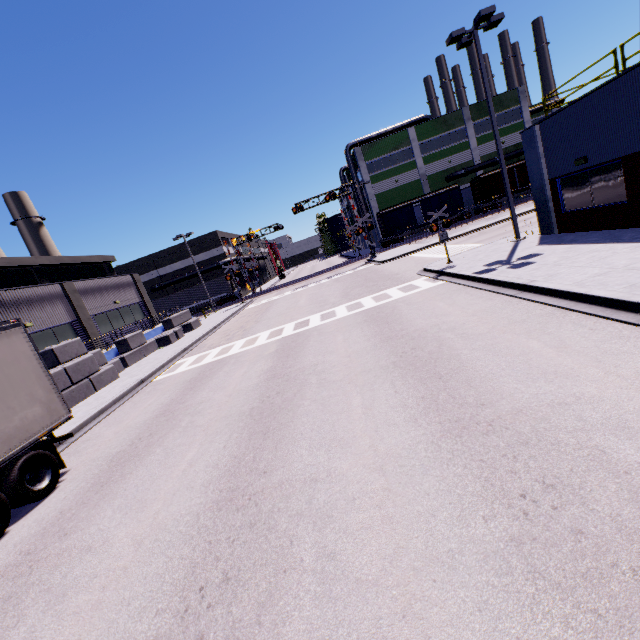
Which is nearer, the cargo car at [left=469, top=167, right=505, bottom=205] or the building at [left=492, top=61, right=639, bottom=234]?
the building at [left=492, top=61, right=639, bottom=234]

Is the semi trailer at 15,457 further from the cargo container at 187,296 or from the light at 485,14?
the cargo container at 187,296

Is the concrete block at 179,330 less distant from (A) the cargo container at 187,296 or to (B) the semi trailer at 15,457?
(A) the cargo container at 187,296

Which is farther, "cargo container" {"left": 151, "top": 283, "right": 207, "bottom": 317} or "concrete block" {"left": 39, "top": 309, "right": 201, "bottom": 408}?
"cargo container" {"left": 151, "top": 283, "right": 207, "bottom": 317}

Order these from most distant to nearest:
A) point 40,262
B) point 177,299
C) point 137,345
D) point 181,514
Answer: point 177,299 → point 40,262 → point 137,345 → point 181,514

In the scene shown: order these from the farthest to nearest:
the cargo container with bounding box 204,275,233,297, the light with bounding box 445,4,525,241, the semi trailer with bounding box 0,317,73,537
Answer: the cargo container with bounding box 204,275,233,297 → the light with bounding box 445,4,525,241 → the semi trailer with bounding box 0,317,73,537

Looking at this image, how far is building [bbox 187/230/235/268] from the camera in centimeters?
4888cm
